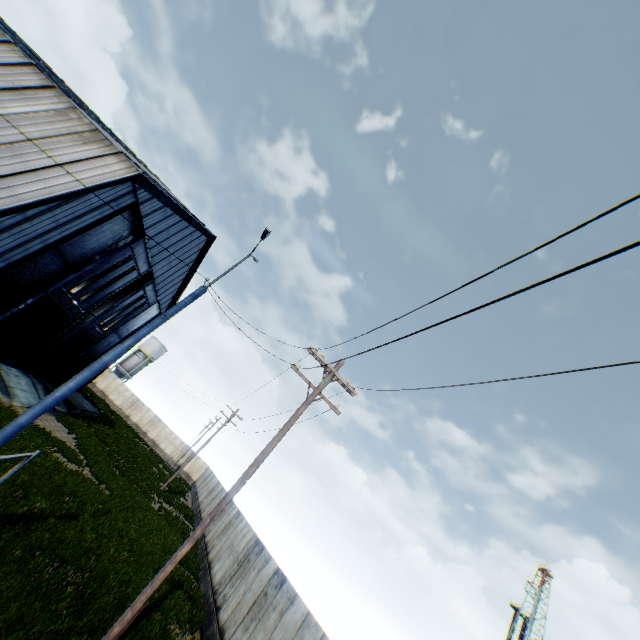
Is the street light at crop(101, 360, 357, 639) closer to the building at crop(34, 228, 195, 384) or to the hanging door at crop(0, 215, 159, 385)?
the building at crop(34, 228, 195, 384)

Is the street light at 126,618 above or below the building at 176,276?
below

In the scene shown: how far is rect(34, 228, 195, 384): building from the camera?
25.1 meters

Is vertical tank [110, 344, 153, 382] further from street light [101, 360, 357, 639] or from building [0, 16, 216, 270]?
street light [101, 360, 357, 639]

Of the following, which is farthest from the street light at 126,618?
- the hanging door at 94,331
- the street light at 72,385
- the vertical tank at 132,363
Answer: the vertical tank at 132,363

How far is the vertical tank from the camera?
57.3m

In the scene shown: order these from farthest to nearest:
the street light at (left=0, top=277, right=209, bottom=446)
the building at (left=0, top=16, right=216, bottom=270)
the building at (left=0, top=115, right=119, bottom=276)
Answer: the building at (left=0, top=16, right=216, bottom=270) < the building at (left=0, top=115, right=119, bottom=276) < the street light at (left=0, top=277, right=209, bottom=446)

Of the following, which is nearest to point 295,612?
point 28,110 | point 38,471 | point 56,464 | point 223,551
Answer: point 223,551
